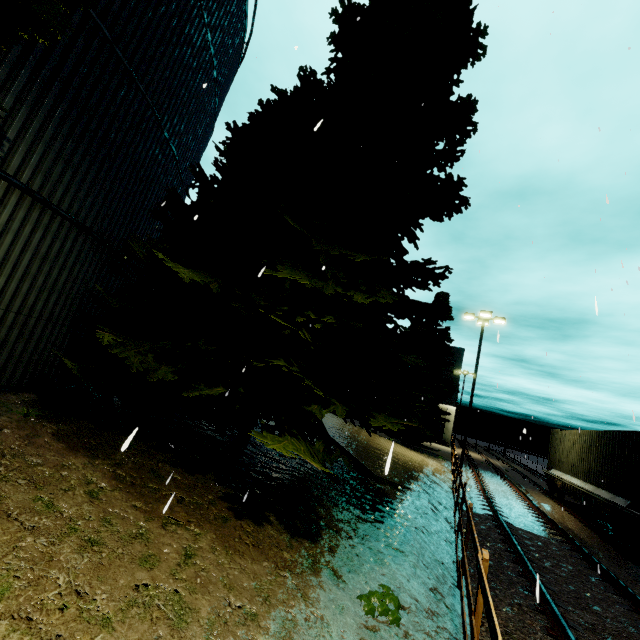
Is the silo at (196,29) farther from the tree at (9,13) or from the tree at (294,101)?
the tree at (294,101)

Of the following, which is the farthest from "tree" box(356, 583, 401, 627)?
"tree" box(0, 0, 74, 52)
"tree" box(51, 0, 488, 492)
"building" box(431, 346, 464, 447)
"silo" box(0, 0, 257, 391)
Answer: "building" box(431, 346, 464, 447)

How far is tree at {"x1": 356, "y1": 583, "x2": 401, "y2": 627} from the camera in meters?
3.6 m

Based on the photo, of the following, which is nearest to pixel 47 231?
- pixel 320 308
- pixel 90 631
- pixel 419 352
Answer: pixel 320 308

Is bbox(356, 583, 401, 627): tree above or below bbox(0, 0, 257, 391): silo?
below

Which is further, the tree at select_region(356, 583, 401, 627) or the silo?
the silo

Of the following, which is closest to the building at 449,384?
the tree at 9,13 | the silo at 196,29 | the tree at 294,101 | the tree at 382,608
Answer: the silo at 196,29

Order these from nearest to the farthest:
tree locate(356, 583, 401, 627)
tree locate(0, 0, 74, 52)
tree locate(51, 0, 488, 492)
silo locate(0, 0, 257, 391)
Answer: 1. tree locate(0, 0, 74, 52)
2. tree locate(356, 583, 401, 627)
3. silo locate(0, 0, 257, 391)
4. tree locate(51, 0, 488, 492)
